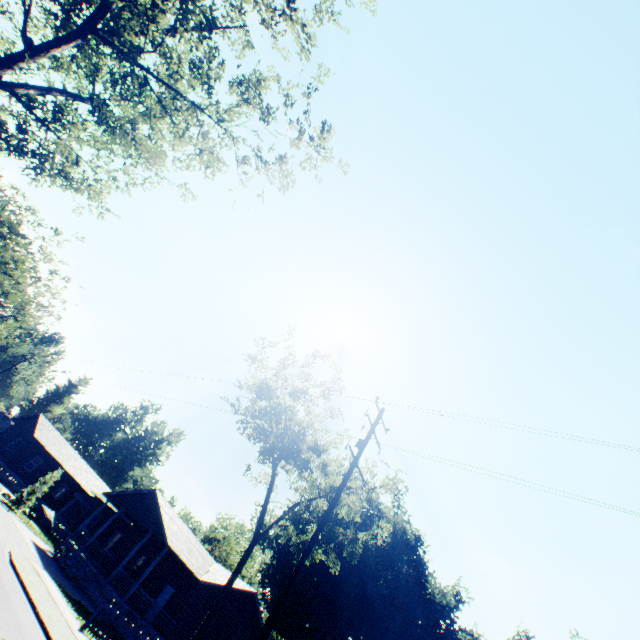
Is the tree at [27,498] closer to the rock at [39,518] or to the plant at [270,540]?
the rock at [39,518]

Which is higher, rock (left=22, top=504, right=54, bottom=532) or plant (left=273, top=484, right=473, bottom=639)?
plant (left=273, top=484, right=473, bottom=639)

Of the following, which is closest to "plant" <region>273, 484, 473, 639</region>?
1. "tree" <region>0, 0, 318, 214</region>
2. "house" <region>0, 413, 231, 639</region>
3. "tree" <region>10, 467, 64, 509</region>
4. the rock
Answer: "tree" <region>0, 0, 318, 214</region>

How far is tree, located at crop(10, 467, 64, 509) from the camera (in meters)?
25.31

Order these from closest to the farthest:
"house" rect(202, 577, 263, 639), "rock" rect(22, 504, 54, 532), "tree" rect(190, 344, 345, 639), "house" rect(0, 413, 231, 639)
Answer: "tree" rect(190, 344, 345, 639)
"house" rect(0, 413, 231, 639)
"house" rect(202, 577, 263, 639)
"rock" rect(22, 504, 54, 532)

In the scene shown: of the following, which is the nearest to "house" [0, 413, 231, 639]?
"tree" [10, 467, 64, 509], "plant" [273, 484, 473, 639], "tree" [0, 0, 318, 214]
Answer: "tree" [10, 467, 64, 509]

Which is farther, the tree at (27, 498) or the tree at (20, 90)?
the tree at (27, 498)

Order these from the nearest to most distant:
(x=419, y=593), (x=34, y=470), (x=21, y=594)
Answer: (x=21, y=594) < (x=34, y=470) < (x=419, y=593)
